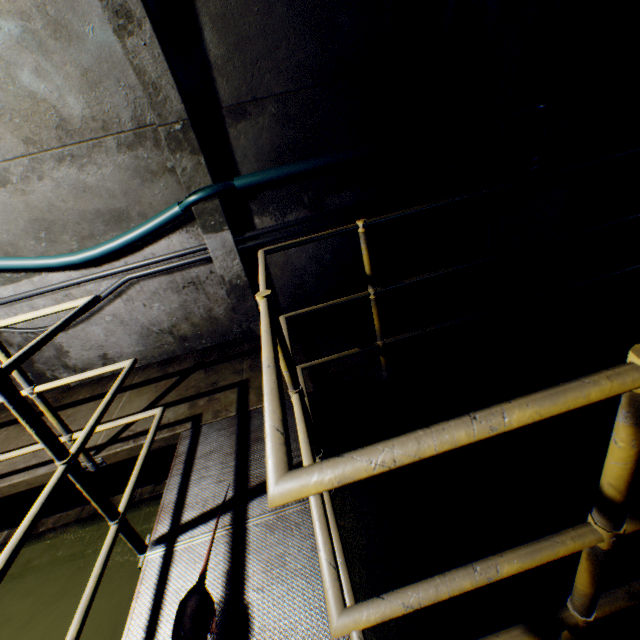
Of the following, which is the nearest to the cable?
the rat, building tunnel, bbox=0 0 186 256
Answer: building tunnel, bbox=0 0 186 256

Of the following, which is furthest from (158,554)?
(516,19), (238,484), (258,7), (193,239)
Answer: (516,19)

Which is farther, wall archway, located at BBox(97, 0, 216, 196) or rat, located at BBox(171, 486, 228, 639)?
wall archway, located at BBox(97, 0, 216, 196)

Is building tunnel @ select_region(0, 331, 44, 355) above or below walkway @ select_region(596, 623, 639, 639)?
above

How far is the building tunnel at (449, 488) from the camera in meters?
2.3 m

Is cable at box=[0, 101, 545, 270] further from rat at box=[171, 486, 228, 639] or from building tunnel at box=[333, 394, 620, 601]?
rat at box=[171, 486, 228, 639]

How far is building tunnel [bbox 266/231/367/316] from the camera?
3.6 meters

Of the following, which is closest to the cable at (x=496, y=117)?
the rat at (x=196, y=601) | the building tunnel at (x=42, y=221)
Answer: the building tunnel at (x=42, y=221)
